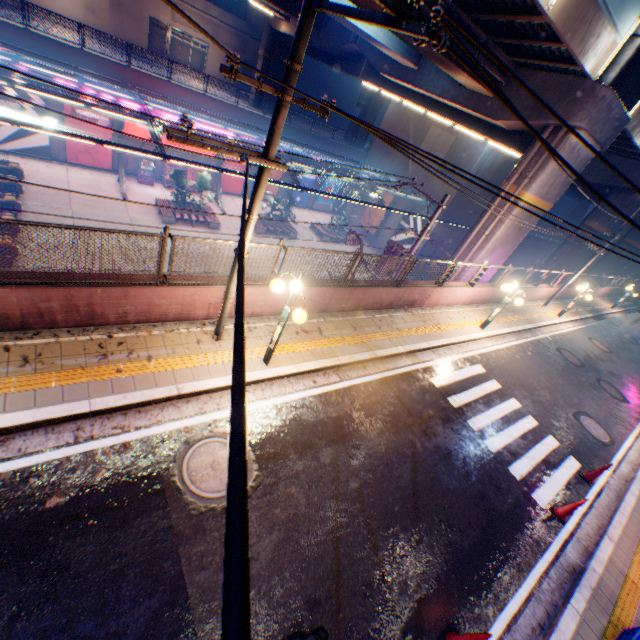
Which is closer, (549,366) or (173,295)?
(173,295)

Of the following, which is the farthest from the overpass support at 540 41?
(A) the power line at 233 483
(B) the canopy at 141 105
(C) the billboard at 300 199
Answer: (C) the billboard at 300 199

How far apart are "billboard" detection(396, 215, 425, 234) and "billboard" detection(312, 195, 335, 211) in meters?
8.7

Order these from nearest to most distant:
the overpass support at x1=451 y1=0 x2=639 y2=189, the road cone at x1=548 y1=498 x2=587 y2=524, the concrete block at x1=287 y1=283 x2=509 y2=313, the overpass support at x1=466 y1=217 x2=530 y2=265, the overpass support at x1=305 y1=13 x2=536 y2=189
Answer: the road cone at x1=548 y1=498 x2=587 y2=524, the concrete block at x1=287 y1=283 x2=509 y2=313, the overpass support at x1=451 y1=0 x2=639 y2=189, the overpass support at x1=305 y1=13 x2=536 y2=189, the overpass support at x1=466 y1=217 x2=530 y2=265

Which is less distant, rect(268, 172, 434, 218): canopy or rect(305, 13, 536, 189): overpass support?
rect(305, 13, 536, 189): overpass support

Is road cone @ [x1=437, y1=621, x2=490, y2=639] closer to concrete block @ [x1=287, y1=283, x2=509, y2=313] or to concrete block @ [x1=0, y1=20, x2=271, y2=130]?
concrete block @ [x1=287, y1=283, x2=509, y2=313]

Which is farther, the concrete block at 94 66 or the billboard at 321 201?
the billboard at 321 201

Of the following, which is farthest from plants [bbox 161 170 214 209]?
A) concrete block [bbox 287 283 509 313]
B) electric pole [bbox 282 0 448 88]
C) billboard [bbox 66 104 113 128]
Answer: electric pole [bbox 282 0 448 88]
